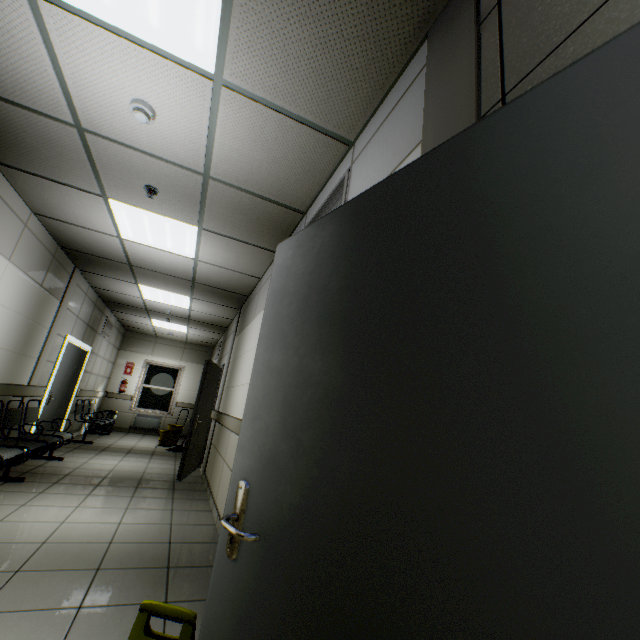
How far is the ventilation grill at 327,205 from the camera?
2.3m

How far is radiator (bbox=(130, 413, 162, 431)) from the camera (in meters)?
10.62

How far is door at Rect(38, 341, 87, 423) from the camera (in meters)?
6.12

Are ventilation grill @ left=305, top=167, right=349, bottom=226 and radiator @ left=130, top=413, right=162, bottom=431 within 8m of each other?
no

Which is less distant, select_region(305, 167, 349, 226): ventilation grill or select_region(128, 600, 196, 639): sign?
select_region(128, 600, 196, 639): sign

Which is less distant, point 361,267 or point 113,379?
point 361,267

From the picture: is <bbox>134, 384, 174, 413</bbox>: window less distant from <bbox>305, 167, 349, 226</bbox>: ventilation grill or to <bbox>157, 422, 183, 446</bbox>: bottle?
<bbox>157, 422, 183, 446</bbox>: bottle

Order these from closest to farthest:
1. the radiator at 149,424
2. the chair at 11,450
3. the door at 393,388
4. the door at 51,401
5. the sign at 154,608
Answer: the door at 393,388, the sign at 154,608, the chair at 11,450, the door at 51,401, the radiator at 149,424
